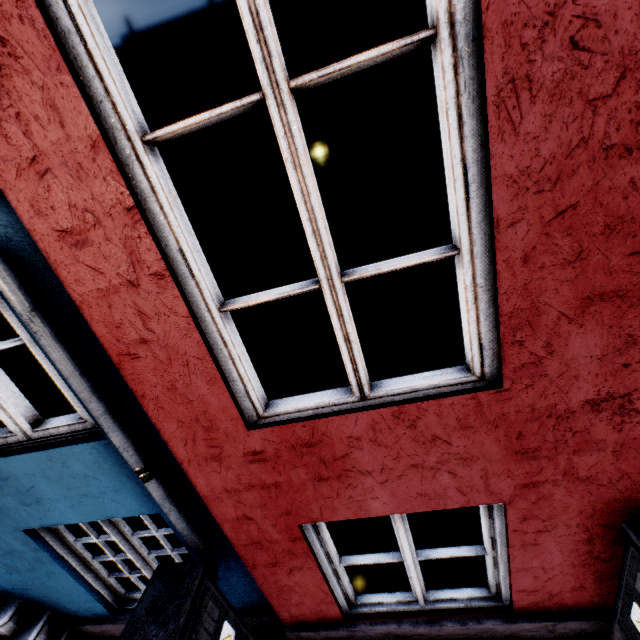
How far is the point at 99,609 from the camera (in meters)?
2.66

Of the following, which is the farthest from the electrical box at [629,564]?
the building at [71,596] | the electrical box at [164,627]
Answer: the electrical box at [164,627]

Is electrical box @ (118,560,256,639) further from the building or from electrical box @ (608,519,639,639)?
electrical box @ (608,519,639,639)

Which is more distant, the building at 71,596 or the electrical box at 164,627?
the electrical box at 164,627

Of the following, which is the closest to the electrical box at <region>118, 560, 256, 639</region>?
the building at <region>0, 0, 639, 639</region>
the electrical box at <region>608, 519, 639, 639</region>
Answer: the building at <region>0, 0, 639, 639</region>

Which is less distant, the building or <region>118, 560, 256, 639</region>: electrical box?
the building
